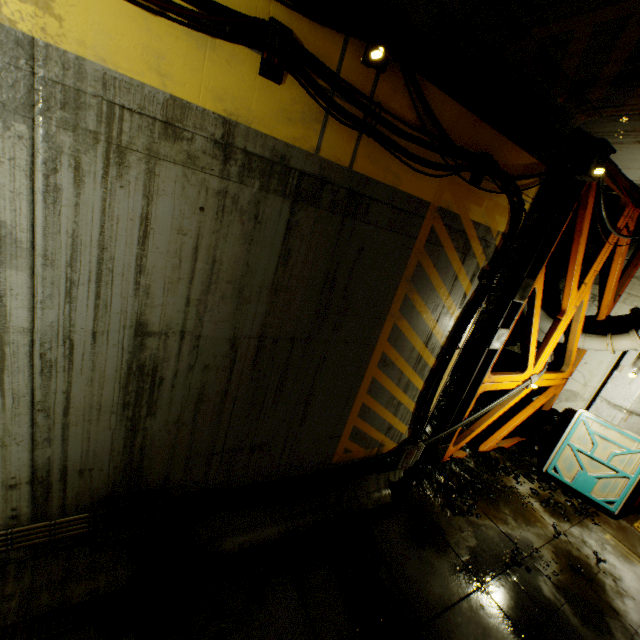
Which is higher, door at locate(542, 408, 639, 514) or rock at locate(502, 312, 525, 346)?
rock at locate(502, 312, 525, 346)

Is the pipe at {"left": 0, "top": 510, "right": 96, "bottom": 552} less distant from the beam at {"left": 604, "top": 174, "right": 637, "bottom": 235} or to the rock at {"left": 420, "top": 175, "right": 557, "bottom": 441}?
the rock at {"left": 420, "top": 175, "right": 557, "bottom": 441}

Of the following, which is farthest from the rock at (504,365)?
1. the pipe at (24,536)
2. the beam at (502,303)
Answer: the pipe at (24,536)

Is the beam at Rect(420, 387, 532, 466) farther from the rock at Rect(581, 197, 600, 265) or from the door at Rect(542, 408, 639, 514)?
the door at Rect(542, 408, 639, 514)

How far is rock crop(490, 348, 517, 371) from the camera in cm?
1029

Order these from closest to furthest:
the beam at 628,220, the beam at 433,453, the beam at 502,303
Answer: the beam at 502,303 → the beam at 628,220 → the beam at 433,453

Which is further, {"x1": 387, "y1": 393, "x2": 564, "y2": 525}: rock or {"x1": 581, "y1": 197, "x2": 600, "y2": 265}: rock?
{"x1": 581, "y1": 197, "x2": 600, "y2": 265}: rock

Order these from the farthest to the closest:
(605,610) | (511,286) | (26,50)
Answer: (511,286)
(605,610)
(26,50)
